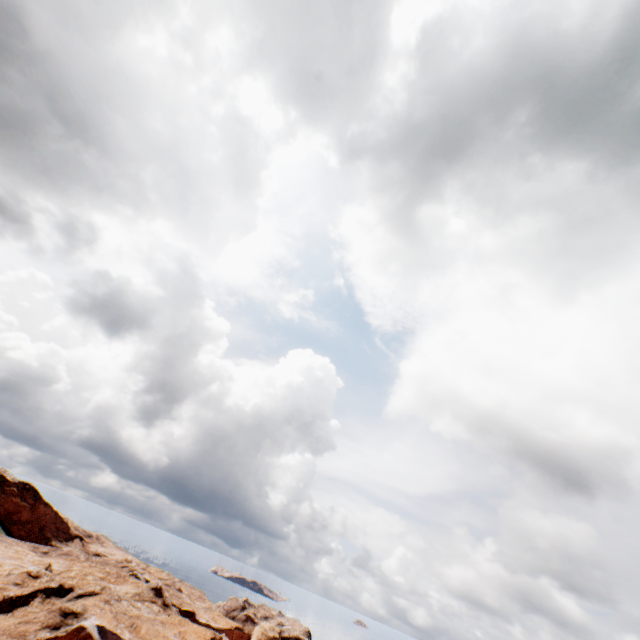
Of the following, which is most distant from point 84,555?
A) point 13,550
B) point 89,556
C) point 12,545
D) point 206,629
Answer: point 206,629
